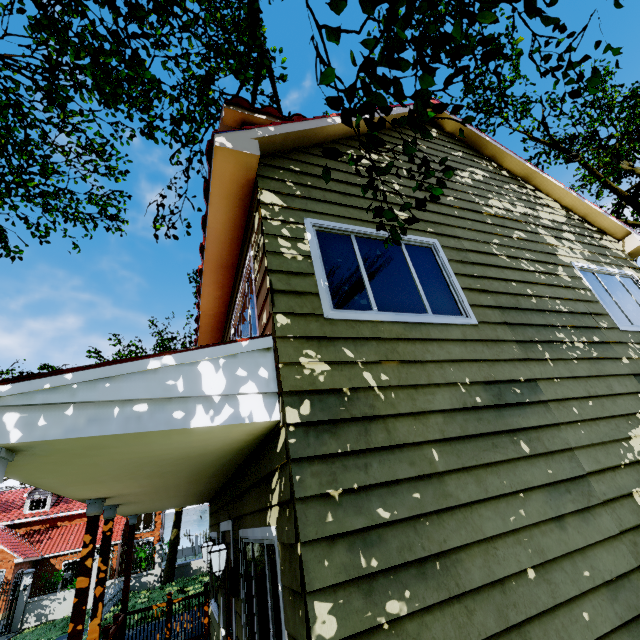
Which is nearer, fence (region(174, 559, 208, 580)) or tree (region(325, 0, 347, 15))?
tree (region(325, 0, 347, 15))

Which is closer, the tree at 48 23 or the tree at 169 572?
the tree at 48 23

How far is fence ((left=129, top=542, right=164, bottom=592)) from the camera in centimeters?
1923cm

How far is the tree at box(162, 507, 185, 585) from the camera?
19.0m

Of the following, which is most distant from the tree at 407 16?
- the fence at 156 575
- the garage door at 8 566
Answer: the garage door at 8 566

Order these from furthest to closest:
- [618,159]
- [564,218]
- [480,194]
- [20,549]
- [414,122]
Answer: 1. [20,549]
2. [618,159]
3. [564,218]
4. [480,194]
5. [414,122]

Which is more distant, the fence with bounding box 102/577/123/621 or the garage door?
the garage door
